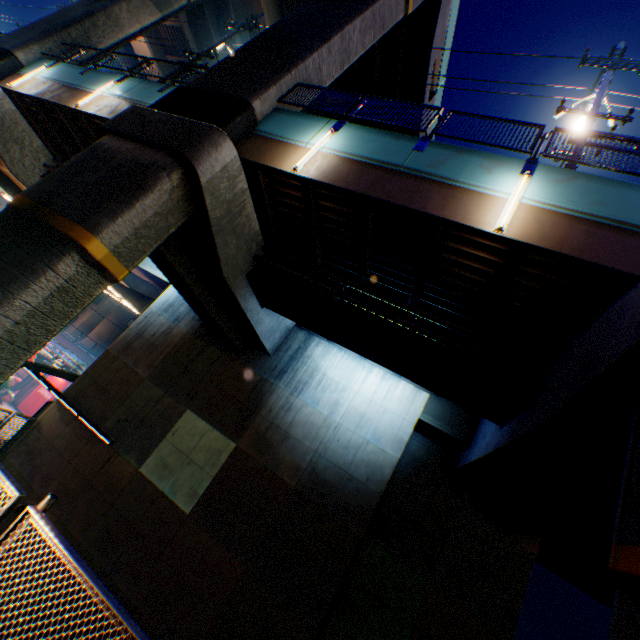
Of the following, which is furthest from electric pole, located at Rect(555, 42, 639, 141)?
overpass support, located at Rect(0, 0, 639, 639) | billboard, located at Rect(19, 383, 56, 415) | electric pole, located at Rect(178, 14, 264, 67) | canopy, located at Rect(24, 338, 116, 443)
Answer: billboard, located at Rect(19, 383, 56, 415)

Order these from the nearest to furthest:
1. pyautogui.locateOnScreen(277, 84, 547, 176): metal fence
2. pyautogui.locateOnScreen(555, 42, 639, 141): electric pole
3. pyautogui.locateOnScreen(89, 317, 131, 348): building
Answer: pyautogui.locateOnScreen(277, 84, 547, 176): metal fence → pyautogui.locateOnScreen(555, 42, 639, 141): electric pole → pyautogui.locateOnScreen(89, 317, 131, 348): building

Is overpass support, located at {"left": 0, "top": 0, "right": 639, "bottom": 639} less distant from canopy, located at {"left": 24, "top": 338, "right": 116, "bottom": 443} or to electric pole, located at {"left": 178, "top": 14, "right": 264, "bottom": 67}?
electric pole, located at {"left": 178, "top": 14, "right": 264, "bottom": 67}

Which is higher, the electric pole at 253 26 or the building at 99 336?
the electric pole at 253 26

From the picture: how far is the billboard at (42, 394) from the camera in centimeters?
2889cm

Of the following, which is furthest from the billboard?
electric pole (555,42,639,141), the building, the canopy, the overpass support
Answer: electric pole (555,42,639,141)

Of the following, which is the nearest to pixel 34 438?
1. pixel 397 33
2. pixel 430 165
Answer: pixel 430 165

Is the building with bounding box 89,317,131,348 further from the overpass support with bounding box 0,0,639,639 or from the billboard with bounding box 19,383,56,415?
the billboard with bounding box 19,383,56,415
